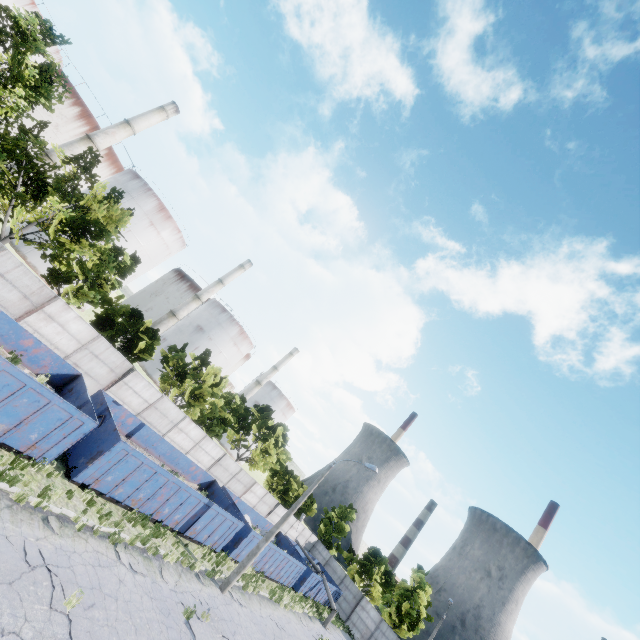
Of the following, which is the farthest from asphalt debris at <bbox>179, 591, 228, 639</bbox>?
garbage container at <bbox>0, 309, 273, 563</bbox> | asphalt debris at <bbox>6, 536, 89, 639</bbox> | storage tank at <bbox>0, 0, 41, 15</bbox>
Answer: storage tank at <bbox>0, 0, 41, 15</bbox>

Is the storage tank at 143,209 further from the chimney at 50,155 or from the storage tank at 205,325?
the storage tank at 205,325

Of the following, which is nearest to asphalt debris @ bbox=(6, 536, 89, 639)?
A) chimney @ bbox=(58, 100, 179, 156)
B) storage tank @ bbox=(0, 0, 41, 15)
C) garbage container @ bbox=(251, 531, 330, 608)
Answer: garbage container @ bbox=(251, 531, 330, 608)

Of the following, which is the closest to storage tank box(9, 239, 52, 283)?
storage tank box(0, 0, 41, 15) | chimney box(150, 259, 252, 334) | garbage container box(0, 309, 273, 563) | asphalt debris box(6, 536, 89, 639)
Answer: chimney box(150, 259, 252, 334)

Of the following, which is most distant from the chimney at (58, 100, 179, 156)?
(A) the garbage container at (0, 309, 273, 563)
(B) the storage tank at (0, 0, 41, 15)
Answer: (A) the garbage container at (0, 309, 273, 563)

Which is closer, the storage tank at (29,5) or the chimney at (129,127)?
the storage tank at (29,5)

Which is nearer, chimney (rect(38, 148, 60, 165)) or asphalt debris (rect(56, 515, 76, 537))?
asphalt debris (rect(56, 515, 76, 537))

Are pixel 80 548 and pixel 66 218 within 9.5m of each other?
no
